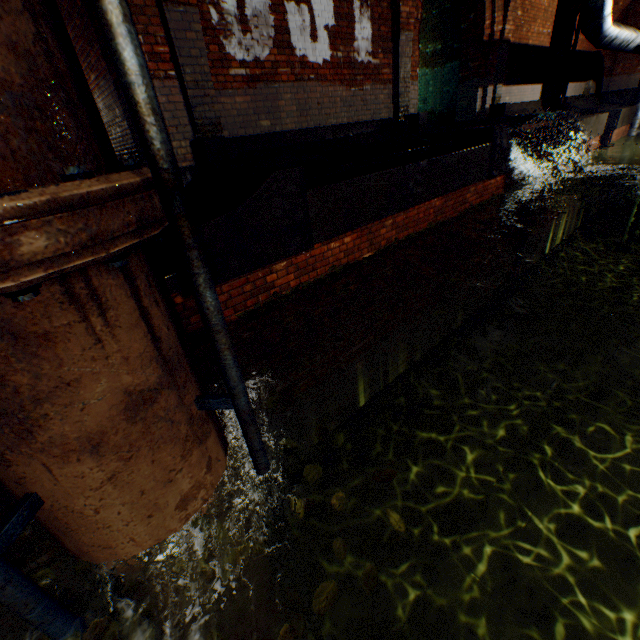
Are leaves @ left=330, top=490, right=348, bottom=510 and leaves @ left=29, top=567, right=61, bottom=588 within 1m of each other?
no

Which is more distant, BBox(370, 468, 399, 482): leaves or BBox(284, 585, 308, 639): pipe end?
BBox(284, 585, 308, 639): pipe end

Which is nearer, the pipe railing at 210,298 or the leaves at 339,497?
the pipe railing at 210,298

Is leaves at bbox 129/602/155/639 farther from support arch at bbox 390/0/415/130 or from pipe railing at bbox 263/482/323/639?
support arch at bbox 390/0/415/130

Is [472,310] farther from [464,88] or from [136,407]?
[136,407]

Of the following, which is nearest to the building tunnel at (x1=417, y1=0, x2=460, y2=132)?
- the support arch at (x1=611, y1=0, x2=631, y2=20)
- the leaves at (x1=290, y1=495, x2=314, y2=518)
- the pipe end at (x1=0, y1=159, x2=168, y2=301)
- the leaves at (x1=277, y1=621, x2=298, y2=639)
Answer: the pipe end at (x1=0, y1=159, x2=168, y2=301)

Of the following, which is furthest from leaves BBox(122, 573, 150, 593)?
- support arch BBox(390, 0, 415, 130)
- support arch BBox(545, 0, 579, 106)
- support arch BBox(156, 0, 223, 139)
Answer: support arch BBox(545, 0, 579, 106)

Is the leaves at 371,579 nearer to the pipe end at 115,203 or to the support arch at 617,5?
the pipe end at 115,203
